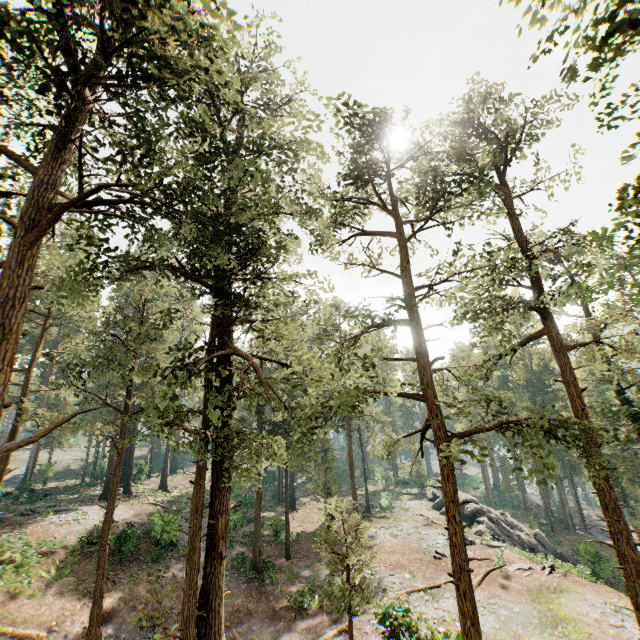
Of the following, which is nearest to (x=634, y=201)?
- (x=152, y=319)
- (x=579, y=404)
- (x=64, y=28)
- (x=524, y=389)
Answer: (x=579, y=404)

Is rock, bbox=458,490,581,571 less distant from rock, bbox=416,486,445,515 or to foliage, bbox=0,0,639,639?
rock, bbox=416,486,445,515

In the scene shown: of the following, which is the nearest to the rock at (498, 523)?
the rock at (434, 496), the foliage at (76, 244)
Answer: the rock at (434, 496)

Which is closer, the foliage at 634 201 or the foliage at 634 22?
the foliage at 634 22

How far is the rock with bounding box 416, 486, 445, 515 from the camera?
42.3m

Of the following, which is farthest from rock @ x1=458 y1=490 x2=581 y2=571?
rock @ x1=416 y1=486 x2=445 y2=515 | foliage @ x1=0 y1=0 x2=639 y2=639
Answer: foliage @ x1=0 y1=0 x2=639 y2=639

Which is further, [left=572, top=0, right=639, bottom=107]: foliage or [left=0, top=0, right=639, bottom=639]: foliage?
[left=0, top=0, right=639, bottom=639]: foliage
